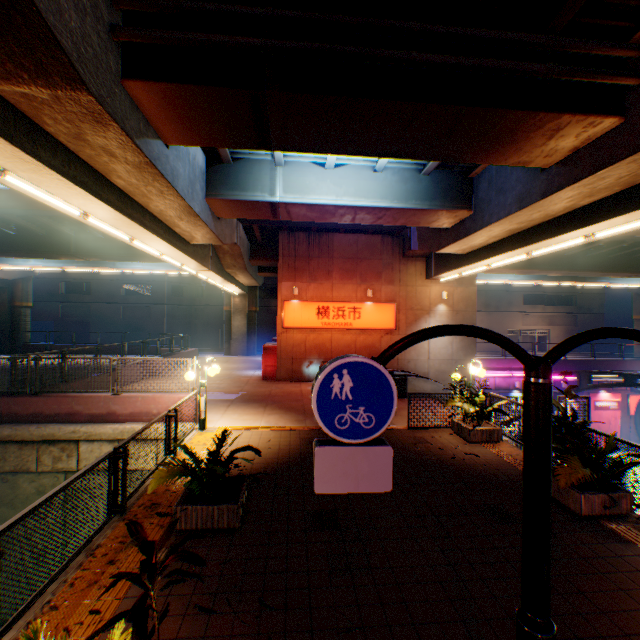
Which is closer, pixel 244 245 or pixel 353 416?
pixel 353 416

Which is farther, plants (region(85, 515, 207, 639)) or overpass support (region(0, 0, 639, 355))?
overpass support (region(0, 0, 639, 355))

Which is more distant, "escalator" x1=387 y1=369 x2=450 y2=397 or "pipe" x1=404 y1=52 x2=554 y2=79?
"escalator" x1=387 y1=369 x2=450 y2=397

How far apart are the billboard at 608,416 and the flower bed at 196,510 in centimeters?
2905cm

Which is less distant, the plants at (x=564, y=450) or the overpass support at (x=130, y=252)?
the plants at (x=564, y=450)

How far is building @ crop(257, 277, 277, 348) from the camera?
43.16m

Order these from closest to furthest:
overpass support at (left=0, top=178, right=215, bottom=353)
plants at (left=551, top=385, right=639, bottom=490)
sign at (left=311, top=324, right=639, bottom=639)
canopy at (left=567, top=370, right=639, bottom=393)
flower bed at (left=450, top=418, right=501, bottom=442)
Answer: sign at (left=311, top=324, right=639, bottom=639) < plants at (left=551, top=385, right=639, bottom=490) < flower bed at (left=450, top=418, right=501, bottom=442) < overpass support at (left=0, top=178, right=215, bottom=353) < canopy at (left=567, top=370, right=639, bottom=393)

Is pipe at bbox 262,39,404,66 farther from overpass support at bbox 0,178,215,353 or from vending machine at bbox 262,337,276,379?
vending machine at bbox 262,337,276,379
